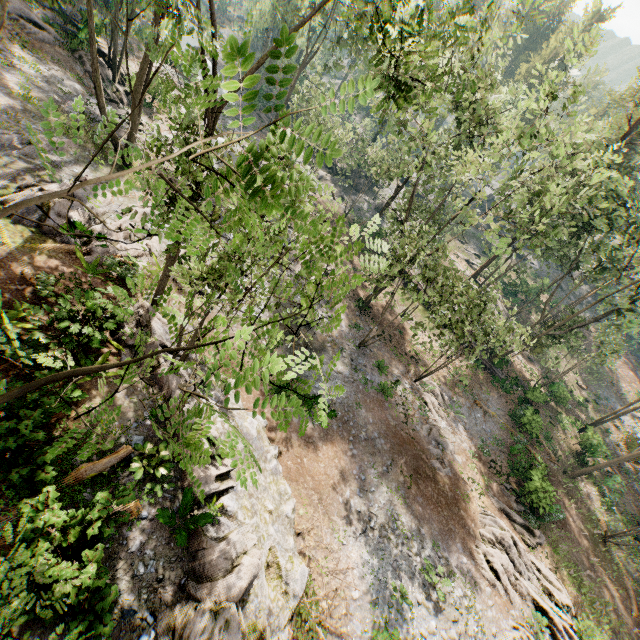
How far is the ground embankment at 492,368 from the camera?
31.2m

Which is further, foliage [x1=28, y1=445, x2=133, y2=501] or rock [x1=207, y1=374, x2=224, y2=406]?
rock [x1=207, y1=374, x2=224, y2=406]

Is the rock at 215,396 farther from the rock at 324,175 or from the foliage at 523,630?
the rock at 324,175

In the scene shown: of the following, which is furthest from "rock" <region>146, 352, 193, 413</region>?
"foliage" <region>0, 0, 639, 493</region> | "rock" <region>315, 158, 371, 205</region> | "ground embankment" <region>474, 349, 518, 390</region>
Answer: "rock" <region>315, 158, 371, 205</region>

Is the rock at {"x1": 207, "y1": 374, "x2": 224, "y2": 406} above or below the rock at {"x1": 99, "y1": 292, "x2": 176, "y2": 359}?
below

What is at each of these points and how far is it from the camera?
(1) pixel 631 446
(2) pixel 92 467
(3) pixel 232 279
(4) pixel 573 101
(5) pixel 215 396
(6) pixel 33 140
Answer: (1) foliage, 28.6 meters
(2) foliage, 8.3 meters
(3) foliage, 2.6 meters
(4) foliage, 16.6 meters
(5) rock, 14.2 meters
(6) foliage, 15.9 meters

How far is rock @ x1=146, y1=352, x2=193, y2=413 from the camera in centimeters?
1145cm

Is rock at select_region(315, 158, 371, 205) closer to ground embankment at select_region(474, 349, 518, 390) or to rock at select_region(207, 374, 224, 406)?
ground embankment at select_region(474, 349, 518, 390)
